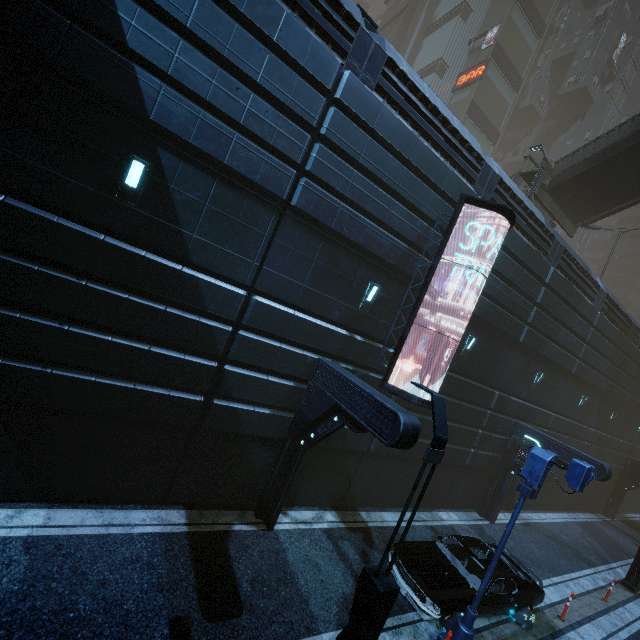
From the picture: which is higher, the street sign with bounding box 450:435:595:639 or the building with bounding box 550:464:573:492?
the building with bounding box 550:464:573:492

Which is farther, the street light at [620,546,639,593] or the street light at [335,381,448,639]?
the street light at [620,546,639,593]

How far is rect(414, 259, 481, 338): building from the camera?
11.0m

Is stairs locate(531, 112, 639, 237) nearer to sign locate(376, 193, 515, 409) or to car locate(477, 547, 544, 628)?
sign locate(376, 193, 515, 409)

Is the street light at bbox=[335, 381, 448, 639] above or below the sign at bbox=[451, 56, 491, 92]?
below

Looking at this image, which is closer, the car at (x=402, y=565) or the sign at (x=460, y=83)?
the car at (x=402, y=565)

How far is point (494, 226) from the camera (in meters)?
11.56

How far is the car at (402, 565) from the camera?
7.98m
